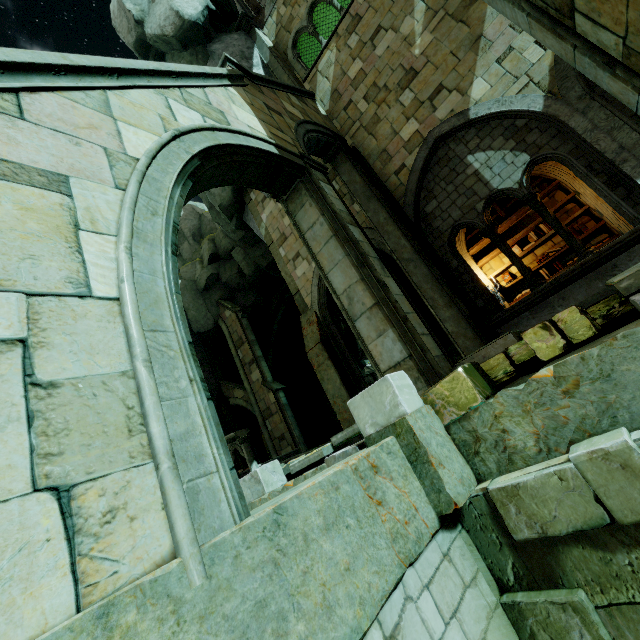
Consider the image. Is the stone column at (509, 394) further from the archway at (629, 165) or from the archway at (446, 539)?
the archway at (629, 165)

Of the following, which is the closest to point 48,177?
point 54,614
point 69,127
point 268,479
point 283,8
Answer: point 69,127

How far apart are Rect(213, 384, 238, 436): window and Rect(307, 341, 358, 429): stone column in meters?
14.3 m

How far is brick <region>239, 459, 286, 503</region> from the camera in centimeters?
556cm

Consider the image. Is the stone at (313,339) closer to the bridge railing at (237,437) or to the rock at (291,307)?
the bridge railing at (237,437)

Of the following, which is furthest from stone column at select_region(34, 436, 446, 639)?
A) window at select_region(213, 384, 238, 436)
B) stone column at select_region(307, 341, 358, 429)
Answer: window at select_region(213, 384, 238, 436)

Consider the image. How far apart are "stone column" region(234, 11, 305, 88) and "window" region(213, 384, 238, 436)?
18.7 meters
